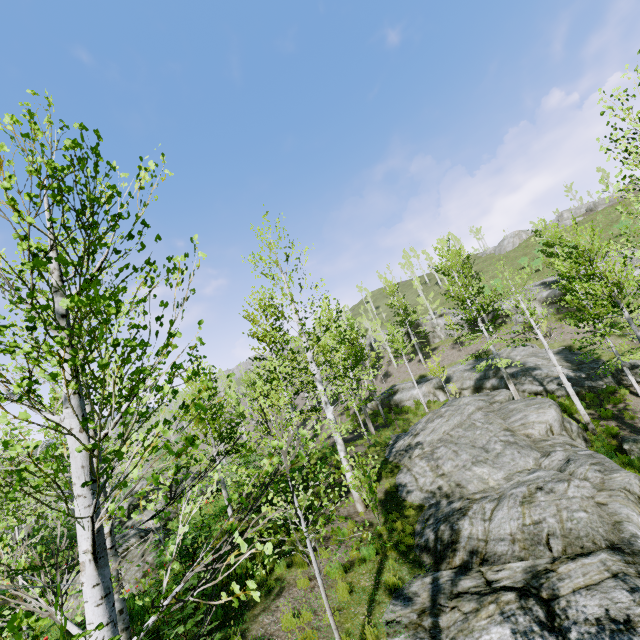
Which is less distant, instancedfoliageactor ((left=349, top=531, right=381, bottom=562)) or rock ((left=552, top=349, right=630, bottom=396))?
instancedfoliageactor ((left=349, top=531, right=381, bottom=562))

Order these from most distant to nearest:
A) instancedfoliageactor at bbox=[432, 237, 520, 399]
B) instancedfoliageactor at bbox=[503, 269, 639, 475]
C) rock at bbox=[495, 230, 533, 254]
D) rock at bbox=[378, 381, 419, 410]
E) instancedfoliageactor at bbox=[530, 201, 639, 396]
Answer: rock at bbox=[495, 230, 533, 254], rock at bbox=[378, 381, 419, 410], instancedfoliageactor at bbox=[432, 237, 520, 399], instancedfoliageactor at bbox=[503, 269, 639, 475], instancedfoliageactor at bbox=[530, 201, 639, 396]

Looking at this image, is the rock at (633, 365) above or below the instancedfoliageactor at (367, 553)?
above

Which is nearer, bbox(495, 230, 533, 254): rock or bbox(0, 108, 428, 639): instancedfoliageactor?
bbox(0, 108, 428, 639): instancedfoliageactor

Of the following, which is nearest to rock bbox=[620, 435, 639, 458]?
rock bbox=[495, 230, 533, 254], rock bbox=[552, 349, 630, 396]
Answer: rock bbox=[552, 349, 630, 396]

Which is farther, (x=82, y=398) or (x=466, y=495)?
(x=466, y=495)

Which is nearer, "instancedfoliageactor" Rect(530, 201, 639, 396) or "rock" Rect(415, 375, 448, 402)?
"instancedfoliageactor" Rect(530, 201, 639, 396)

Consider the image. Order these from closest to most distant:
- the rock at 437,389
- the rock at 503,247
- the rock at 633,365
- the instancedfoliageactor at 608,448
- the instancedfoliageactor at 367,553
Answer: the instancedfoliageactor at 367,553 < the instancedfoliageactor at 608,448 < the rock at 633,365 < the rock at 437,389 < the rock at 503,247
